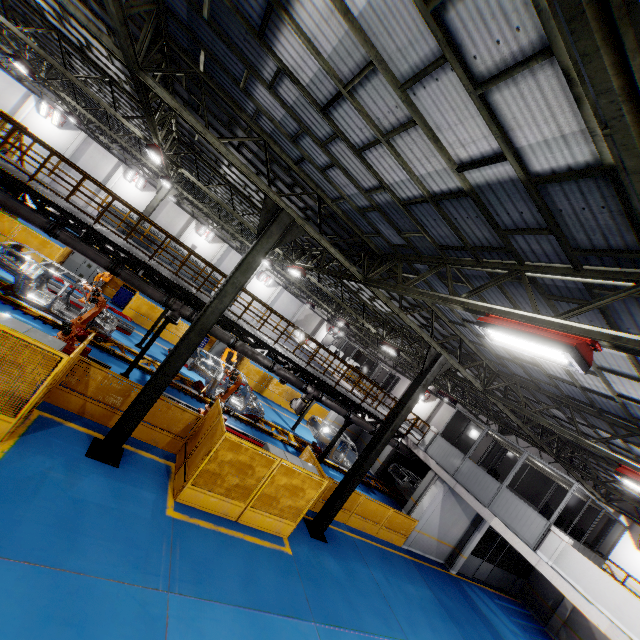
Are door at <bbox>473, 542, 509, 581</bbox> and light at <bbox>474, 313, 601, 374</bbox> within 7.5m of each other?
no

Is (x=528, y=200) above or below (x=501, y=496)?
above

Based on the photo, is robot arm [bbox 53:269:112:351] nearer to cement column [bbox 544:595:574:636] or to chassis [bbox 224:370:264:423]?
chassis [bbox 224:370:264:423]

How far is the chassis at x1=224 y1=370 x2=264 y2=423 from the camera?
15.80m

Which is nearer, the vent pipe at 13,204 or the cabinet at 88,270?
the vent pipe at 13,204

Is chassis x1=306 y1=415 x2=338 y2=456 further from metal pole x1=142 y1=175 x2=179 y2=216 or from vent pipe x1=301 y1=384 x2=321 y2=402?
metal pole x1=142 y1=175 x2=179 y2=216

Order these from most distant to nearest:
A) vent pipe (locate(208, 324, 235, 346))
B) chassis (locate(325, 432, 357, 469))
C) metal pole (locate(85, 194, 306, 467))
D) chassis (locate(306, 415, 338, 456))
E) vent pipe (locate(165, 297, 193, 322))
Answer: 1. chassis (locate(325, 432, 357, 469))
2. chassis (locate(306, 415, 338, 456))
3. vent pipe (locate(208, 324, 235, 346))
4. vent pipe (locate(165, 297, 193, 322))
5. metal pole (locate(85, 194, 306, 467))

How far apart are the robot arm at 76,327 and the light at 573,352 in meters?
11.3 m
